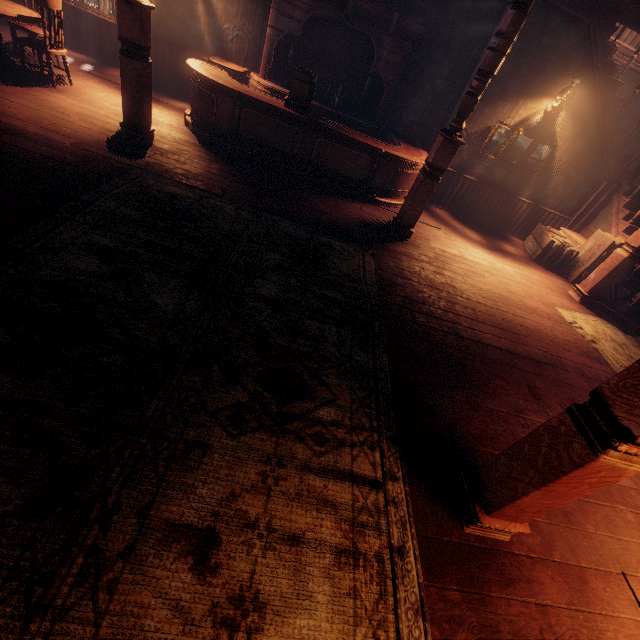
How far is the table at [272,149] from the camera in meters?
5.6

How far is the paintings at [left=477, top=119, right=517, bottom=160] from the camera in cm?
679

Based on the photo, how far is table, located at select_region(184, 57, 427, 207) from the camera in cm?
558

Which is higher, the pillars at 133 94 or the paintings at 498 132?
the paintings at 498 132

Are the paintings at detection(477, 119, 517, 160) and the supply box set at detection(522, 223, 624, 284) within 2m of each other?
yes

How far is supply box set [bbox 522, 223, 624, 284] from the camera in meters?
6.6

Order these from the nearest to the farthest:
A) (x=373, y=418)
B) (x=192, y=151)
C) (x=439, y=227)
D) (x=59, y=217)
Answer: (x=373, y=418)
(x=59, y=217)
(x=192, y=151)
(x=439, y=227)

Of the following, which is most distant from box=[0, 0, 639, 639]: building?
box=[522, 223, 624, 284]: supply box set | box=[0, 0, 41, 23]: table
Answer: box=[0, 0, 41, 23]: table
